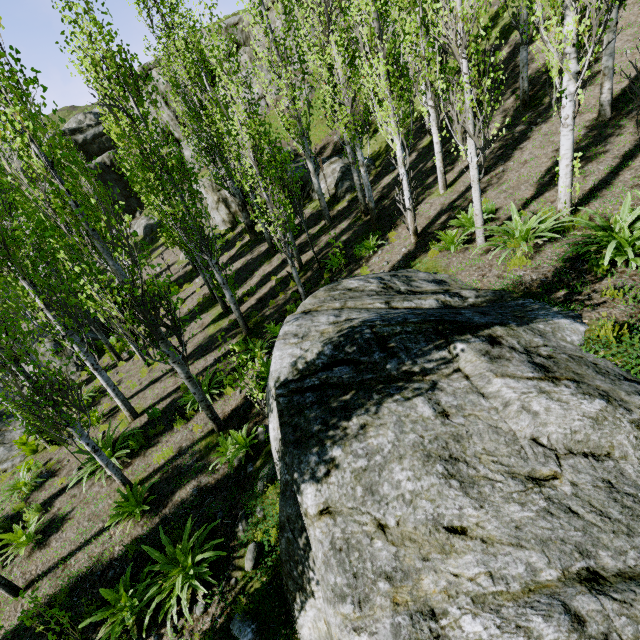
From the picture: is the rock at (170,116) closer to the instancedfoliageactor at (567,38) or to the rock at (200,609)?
the instancedfoliageactor at (567,38)

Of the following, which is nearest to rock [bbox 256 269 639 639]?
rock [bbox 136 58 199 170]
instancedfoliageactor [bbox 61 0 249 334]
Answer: instancedfoliageactor [bbox 61 0 249 334]

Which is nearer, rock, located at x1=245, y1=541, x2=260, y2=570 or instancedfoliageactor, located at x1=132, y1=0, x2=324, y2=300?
rock, located at x1=245, y1=541, x2=260, y2=570

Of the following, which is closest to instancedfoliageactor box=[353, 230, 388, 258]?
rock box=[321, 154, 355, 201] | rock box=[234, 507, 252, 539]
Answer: rock box=[321, 154, 355, 201]

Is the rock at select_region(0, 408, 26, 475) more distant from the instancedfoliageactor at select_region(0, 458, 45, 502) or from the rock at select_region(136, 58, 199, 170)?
the rock at select_region(136, 58, 199, 170)

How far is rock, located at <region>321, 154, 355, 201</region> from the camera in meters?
16.5 m

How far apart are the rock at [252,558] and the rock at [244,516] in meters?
0.3 m

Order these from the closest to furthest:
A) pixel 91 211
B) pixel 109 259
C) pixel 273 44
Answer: pixel 109 259 → pixel 273 44 → pixel 91 211
